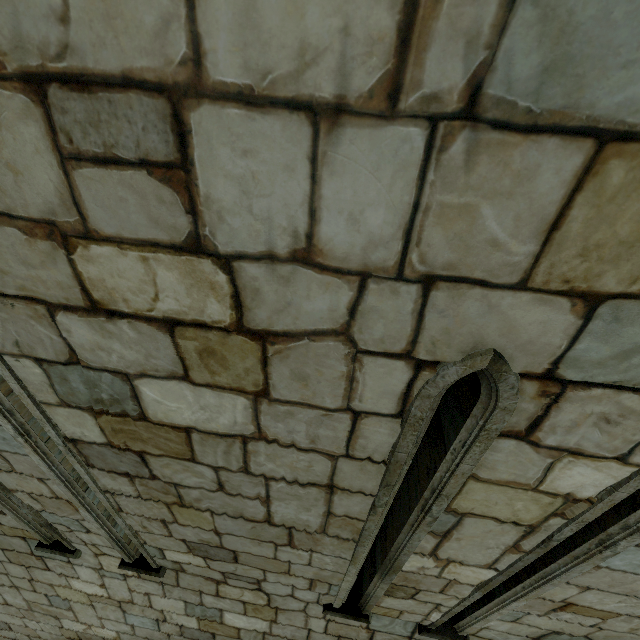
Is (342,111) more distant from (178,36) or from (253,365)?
(253,365)
